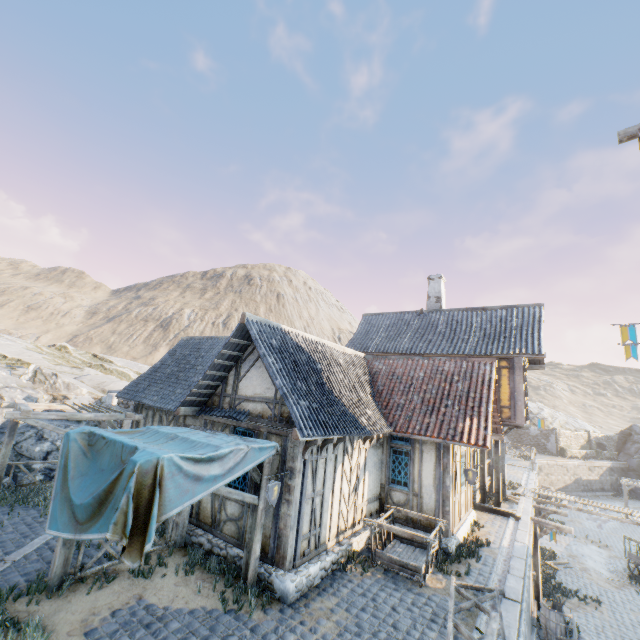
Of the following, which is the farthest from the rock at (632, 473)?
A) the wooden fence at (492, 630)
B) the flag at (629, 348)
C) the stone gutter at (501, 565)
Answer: the wooden fence at (492, 630)

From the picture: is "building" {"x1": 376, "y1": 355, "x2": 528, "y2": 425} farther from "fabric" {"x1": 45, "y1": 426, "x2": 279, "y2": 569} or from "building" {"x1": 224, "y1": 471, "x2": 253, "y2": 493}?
"fabric" {"x1": 45, "y1": 426, "x2": 279, "y2": 569}

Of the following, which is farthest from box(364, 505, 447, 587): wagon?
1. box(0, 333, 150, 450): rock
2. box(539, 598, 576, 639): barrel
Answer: box(0, 333, 150, 450): rock

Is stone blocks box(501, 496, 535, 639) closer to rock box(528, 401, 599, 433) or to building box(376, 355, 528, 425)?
rock box(528, 401, 599, 433)

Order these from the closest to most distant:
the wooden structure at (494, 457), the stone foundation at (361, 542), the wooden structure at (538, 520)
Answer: the stone foundation at (361, 542) < the wooden structure at (538, 520) < the wooden structure at (494, 457)

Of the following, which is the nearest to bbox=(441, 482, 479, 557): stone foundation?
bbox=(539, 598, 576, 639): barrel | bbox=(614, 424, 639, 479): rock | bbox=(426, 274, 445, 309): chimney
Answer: bbox=(539, 598, 576, 639): barrel

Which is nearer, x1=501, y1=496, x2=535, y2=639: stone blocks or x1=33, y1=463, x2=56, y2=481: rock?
x1=501, y1=496, x2=535, y2=639: stone blocks

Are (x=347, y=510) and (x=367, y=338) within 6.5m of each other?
no
